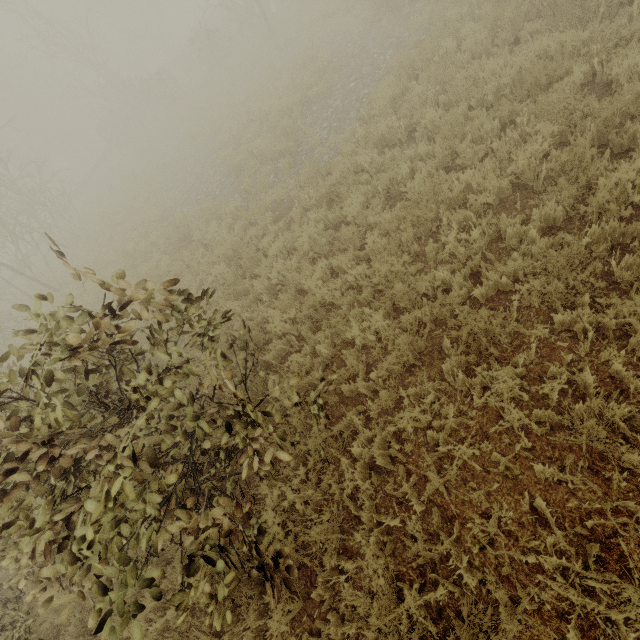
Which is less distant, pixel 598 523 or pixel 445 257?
pixel 598 523
